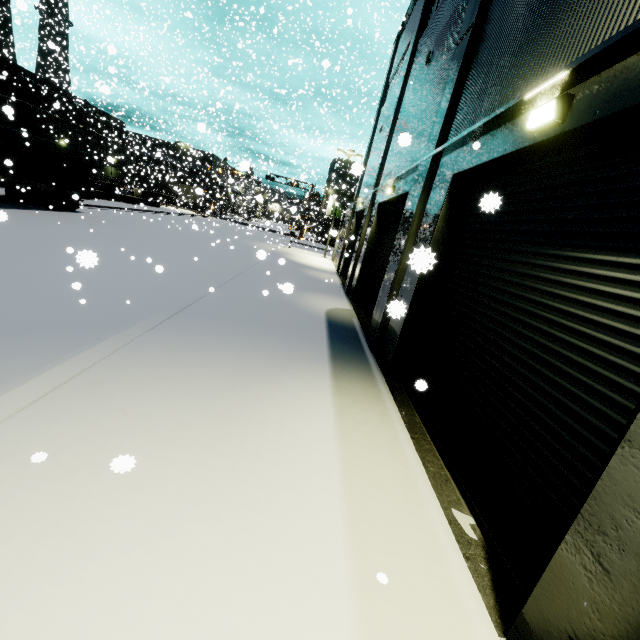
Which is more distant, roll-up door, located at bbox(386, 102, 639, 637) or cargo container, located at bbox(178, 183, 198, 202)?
cargo container, located at bbox(178, 183, 198, 202)

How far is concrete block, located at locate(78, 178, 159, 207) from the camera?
29.9m

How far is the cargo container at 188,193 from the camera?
38.0 meters

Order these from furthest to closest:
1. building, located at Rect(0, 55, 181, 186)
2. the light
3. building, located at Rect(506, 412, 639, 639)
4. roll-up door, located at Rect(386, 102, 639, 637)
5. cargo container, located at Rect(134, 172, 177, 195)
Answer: cargo container, located at Rect(134, 172, 177, 195) → building, located at Rect(0, 55, 181, 186) → the light → roll-up door, located at Rect(386, 102, 639, 637) → building, located at Rect(506, 412, 639, 639)

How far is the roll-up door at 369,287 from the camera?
11.4 meters

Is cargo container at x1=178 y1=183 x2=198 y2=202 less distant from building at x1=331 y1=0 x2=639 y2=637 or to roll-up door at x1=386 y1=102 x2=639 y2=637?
building at x1=331 y1=0 x2=639 y2=637

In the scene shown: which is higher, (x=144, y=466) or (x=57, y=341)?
(x=144, y=466)

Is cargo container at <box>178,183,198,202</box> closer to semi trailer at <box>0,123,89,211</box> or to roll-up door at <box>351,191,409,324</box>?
semi trailer at <box>0,123,89,211</box>
